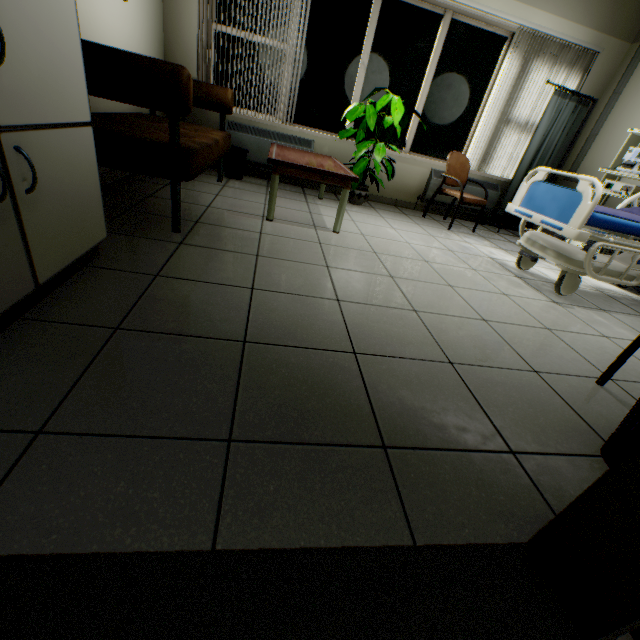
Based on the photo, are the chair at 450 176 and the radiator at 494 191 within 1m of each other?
yes

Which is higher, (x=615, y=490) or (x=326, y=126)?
(x=326, y=126)

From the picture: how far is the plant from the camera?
3.55m

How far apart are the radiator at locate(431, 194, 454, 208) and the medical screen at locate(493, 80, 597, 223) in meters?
0.7

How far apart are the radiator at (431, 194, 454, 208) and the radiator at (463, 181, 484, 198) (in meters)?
0.16

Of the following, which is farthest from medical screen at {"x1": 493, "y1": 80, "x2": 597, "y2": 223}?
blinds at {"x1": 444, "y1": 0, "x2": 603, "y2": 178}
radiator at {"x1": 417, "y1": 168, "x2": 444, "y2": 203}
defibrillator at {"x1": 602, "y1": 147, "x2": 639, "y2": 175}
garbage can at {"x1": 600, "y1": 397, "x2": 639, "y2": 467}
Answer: garbage can at {"x1": 600, "y1": 397, "x2": 639, "y2": 467}

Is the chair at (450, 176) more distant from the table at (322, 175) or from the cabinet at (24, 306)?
the cabinet at (24, 306)

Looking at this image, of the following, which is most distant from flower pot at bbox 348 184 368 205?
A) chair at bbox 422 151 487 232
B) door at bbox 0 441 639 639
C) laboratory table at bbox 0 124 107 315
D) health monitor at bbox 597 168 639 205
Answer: door at bbox 0 441 639 639
